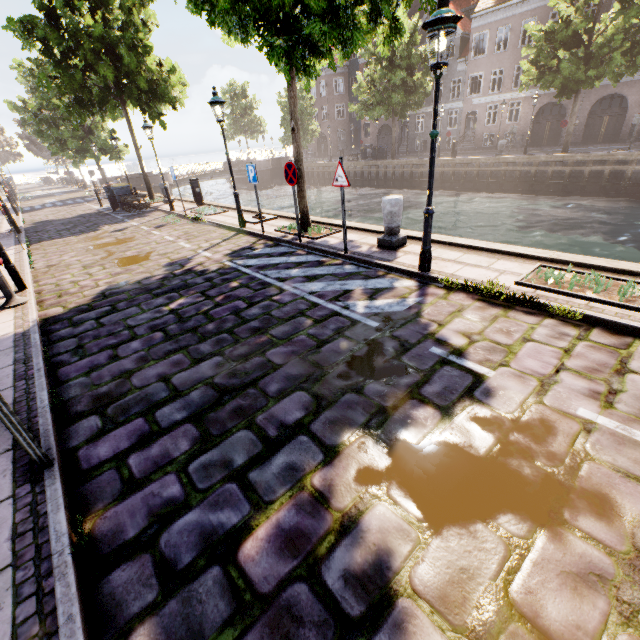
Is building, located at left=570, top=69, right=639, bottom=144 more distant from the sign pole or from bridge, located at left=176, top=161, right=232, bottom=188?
the sign pole

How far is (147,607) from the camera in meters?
2.0 m

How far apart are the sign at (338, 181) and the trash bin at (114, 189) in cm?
1667

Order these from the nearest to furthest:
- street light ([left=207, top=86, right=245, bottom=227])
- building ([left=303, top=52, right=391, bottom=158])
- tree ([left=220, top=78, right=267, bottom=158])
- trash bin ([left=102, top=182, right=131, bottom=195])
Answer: street light ([left=207, top=86, right=245, bottom=227]), trash bin ([left=102, top=182, right=131, bottom=195]), building ([left=303, top=52, right=391, bottom=158]), tree ([left=220, top=78, right=267, bottom=158])

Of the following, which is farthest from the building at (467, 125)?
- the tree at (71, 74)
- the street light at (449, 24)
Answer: the street light at (449, 24)

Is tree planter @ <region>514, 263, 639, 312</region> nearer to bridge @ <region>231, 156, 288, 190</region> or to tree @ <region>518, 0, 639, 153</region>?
tree @ <region>518, 0, 639, 153</region>

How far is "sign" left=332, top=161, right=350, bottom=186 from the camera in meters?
6.4 m

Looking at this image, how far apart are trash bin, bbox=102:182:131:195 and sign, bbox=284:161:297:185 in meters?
15.0
